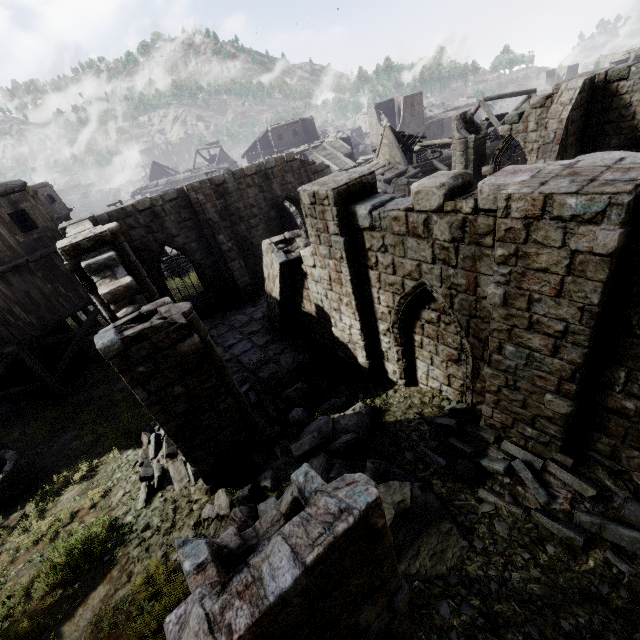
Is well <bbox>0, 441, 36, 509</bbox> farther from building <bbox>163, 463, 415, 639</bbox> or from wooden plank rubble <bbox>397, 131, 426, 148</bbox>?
wooden plank rubble <bbox>397, 131, 426, 148</bbox>

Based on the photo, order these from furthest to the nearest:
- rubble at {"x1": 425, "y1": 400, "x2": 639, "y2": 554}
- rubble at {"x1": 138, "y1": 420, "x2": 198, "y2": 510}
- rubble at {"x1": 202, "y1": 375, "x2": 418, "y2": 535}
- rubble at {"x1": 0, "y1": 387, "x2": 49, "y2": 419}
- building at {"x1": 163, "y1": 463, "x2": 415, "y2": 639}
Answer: rubble at {"x1": 0, "y1": 387, "x2": 49, "y2": 419} → rubble at {"x1": 138, "y1": 420, "x2": 198, "y2": 510} → rubble at {"x1": 202, "y1": 375, "x2": 418, "y2": 535} → rubble at {"x1": 425, "y1": 400, "x2": 639, "y2": 554} → building at {"x1": 163, "y1": 463, "x2": 415, "y2": 639}

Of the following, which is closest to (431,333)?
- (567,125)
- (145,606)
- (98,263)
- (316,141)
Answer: (145,606)

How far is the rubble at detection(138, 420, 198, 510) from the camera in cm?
798

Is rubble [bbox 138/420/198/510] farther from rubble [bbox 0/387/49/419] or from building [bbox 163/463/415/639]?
rubble [bbox 0/387/49/419]

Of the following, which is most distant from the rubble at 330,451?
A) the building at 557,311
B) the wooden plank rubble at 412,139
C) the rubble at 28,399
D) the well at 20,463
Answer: the wooden plank rubble at 412,139

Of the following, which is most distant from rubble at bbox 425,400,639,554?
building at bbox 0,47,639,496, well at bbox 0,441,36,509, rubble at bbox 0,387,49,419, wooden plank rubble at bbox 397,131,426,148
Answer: wooden plank rubble at bbox 397,131,426,148

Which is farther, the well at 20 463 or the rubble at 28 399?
the rubble at 28 399
